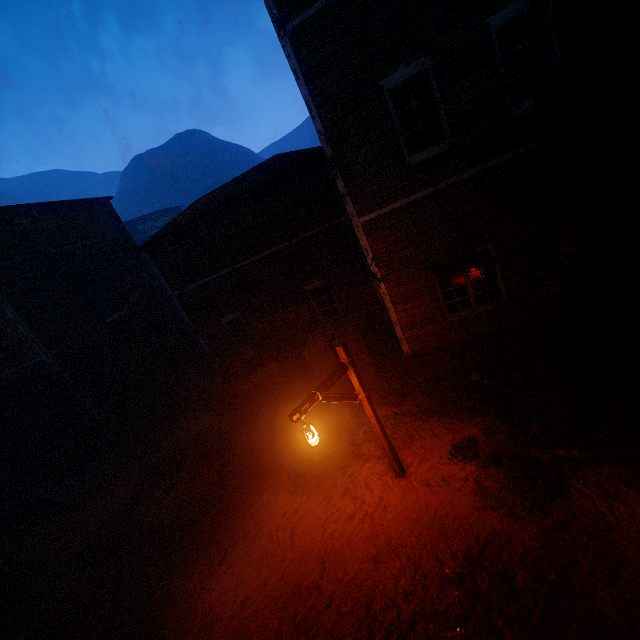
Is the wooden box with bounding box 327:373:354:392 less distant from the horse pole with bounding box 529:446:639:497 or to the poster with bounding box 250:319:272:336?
the poster with bounding box 250:319:272:336

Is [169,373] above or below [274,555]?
above

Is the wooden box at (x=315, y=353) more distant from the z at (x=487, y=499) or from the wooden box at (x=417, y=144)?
the wooden box at (x=417, y=144)

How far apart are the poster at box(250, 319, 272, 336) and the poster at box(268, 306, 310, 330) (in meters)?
0.12

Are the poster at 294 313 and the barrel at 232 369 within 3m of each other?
yes

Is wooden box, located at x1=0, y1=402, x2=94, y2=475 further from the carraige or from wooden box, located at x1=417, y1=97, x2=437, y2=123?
wooden box, located at x1=417, y1=97, x2=437, y2=123

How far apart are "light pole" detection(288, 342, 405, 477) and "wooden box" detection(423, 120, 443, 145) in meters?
4.6

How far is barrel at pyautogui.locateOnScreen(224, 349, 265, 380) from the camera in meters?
11.4
